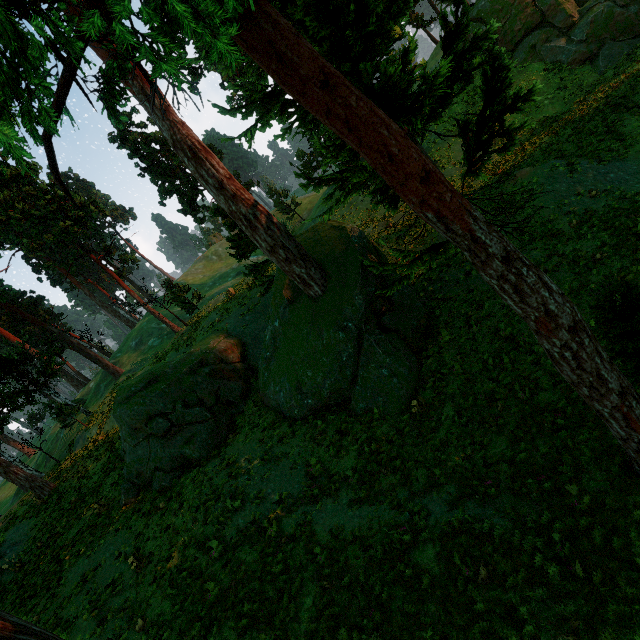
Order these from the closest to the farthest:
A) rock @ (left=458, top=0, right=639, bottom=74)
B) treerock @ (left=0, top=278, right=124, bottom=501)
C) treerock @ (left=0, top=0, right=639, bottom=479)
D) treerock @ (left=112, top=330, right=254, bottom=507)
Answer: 1. treerock @ (left=0, top=0, right=639, bottom=479)
2. treerock @ (left=112, top=330, right=254, bottom=507)
3. rock @ (left=458, top=0, right=639, bottom=74)
4. treerock @ (left=0, top=278, right=124, bottom=501)

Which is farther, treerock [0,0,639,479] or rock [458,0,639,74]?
rock [458,0,639,74]

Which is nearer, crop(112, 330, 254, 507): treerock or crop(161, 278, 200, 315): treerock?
crop(112, 330, 254, 507): treerock

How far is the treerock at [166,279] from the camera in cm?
2937

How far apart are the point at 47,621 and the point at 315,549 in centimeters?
1124cm
